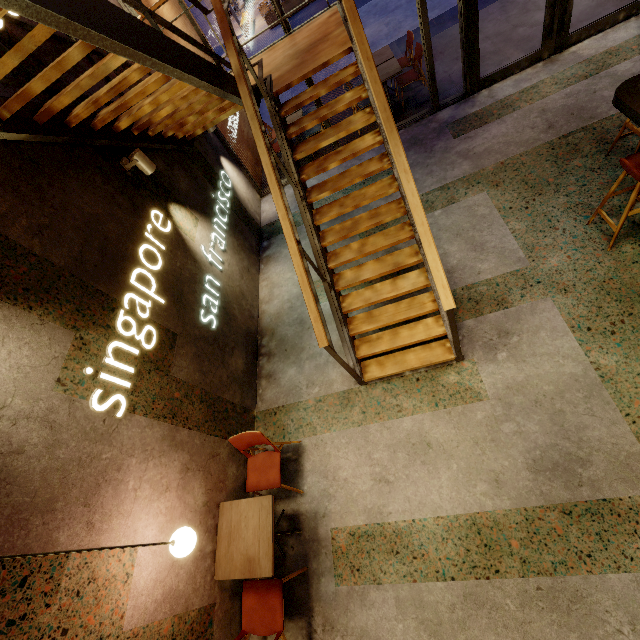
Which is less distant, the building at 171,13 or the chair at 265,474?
the chair at 265,474

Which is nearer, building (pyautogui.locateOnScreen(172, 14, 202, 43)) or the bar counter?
the bar counter

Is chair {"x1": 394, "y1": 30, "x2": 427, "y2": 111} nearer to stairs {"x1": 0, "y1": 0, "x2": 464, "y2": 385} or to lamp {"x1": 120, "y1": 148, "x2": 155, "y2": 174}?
stairs {"x1": 0, "y1": 0, "x2": 464, "y2": 385}

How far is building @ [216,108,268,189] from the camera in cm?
679

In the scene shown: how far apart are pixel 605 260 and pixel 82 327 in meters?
5.4 m

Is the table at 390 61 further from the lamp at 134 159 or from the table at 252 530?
the table at 252 530

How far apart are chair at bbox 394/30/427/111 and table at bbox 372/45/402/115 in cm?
29

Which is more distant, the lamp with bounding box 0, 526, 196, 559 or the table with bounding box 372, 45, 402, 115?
the table with bounding box 372, 45, 402, 115
